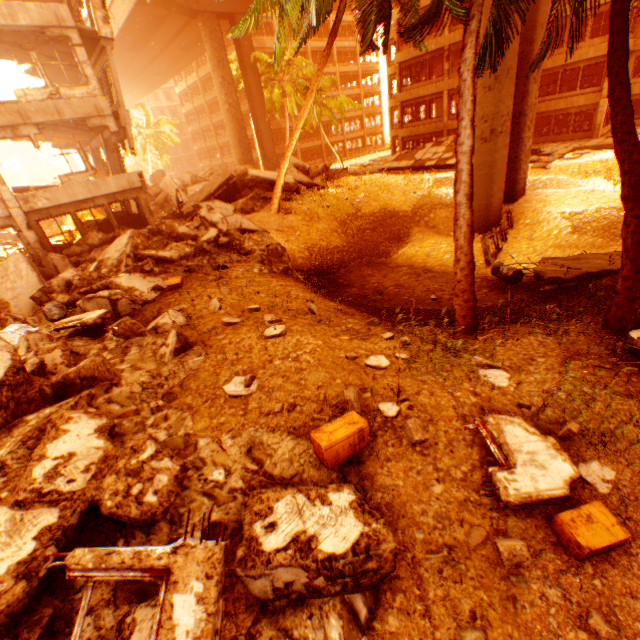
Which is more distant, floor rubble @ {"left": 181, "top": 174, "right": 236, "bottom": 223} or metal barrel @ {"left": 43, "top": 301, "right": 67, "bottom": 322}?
floor rubble @ {"left": 181, "top": 174, "right": 236, "bottom": 223}

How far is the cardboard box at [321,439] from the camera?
4.1 meters

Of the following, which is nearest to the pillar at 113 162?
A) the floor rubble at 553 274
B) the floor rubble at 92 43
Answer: the floor rubble at 92 43

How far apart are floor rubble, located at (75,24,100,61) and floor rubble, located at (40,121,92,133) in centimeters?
249cm

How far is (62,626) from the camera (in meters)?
3.25

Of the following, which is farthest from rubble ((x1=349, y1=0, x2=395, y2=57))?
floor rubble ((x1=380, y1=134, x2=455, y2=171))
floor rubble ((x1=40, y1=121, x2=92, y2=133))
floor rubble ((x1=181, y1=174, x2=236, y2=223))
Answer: floor rubble ((x1=40, y1=121, x2=92, y2=133))

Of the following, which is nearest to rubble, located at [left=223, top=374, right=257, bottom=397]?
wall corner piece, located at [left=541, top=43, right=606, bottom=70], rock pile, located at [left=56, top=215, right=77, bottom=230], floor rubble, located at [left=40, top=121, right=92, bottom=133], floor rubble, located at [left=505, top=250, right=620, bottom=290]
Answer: floor rubble, located at [left=505, top=250, right=620, bottom=290]

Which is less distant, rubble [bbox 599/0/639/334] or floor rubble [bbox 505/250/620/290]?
rubble [bbox 599/0/639/334]
